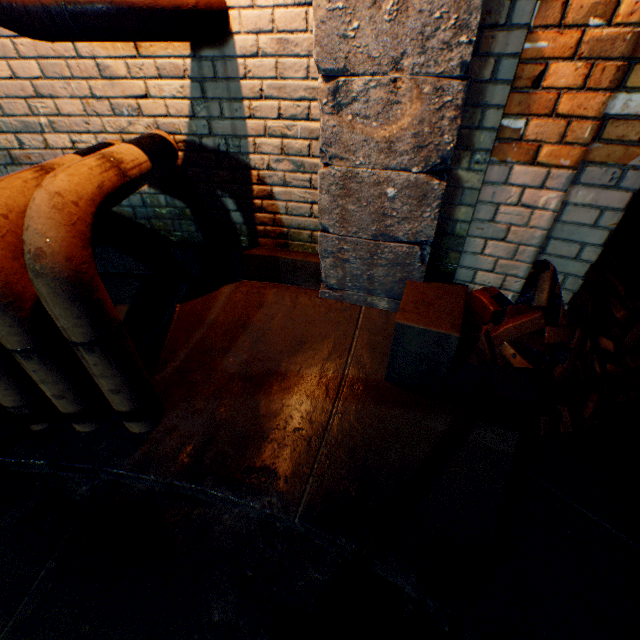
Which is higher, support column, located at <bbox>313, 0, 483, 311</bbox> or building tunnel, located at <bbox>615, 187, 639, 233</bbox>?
support column, located at <bbox>313, 0, 483, 311</bbox>

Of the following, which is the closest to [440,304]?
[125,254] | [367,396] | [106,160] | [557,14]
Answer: [367,396]

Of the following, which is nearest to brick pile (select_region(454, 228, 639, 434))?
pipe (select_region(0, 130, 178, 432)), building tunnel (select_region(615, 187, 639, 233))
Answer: building tunnel (select_region(615, 187, 639, 233))

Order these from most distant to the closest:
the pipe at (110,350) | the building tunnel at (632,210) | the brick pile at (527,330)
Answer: the building tunnel at (632,210)
the brick pile at (527,330)
the pipe at (110,350)

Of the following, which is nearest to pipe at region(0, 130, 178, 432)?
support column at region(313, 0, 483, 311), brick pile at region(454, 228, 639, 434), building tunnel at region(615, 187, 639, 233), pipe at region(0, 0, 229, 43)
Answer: pipe at region(0, 0, 229, 43)

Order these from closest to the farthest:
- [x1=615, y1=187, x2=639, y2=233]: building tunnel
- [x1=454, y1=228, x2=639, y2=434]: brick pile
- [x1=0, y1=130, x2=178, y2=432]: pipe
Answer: [x1=0, y1=130, x2=178, y2=432]: pipe < [x1=454, y1=228, x2=639, y2=434]: brick pile < [x1=615, y1=187, x2=639, y2=233]: building tunnel

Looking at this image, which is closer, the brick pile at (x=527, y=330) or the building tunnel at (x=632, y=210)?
the brick pile at (x=527, y=330)

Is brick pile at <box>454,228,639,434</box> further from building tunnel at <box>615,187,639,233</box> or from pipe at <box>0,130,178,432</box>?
pipe at <box>0,130,178,432</box>
